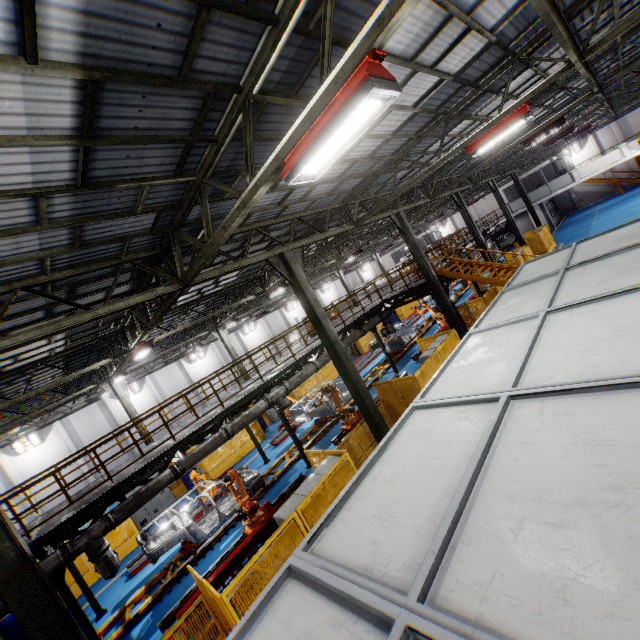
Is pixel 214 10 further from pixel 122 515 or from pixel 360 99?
pixel 122 515

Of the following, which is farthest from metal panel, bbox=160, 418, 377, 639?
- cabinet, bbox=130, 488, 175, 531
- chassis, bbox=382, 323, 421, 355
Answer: chassis, bbox=382, 323, 421, 355

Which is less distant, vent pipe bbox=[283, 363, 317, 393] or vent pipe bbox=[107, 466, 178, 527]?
vent pipe bbox=[107, 466, 178, 527]

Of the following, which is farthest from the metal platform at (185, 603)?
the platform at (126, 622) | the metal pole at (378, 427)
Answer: the metal pole at (378, 427)

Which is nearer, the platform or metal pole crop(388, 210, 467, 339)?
the platform

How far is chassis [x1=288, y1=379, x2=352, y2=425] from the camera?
16.1m

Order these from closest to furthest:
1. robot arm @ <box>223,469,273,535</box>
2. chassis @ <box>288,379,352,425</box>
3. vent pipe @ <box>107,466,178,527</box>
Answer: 1. vent pipe @ <box>107,466,178,527</box>
2. robot arm @ <box>223,469,273,535</box>
3. chassis @ <box>288,379,352,425</box>

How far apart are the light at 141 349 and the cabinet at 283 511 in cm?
812
